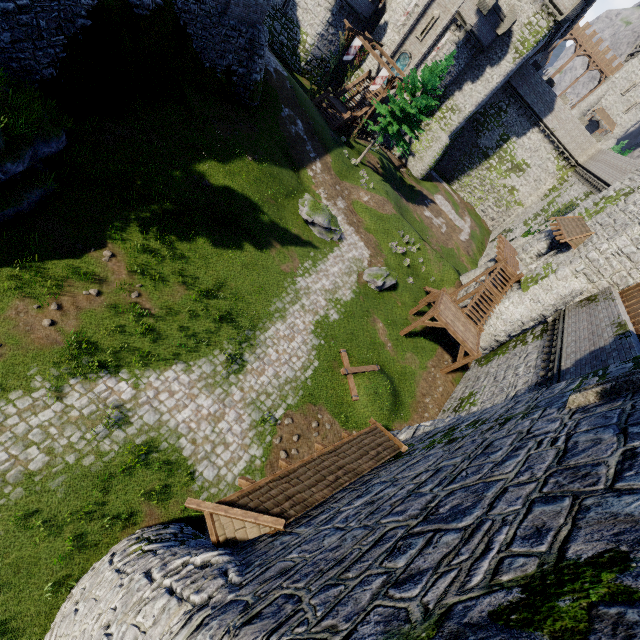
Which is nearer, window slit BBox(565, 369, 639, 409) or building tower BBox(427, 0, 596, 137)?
window slit BBox(565, 369, 639, 409)

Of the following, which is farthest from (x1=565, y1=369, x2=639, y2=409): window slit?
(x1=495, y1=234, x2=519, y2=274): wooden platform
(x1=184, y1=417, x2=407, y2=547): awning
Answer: (x1=495, y1=234, x2=519, y2=274): wooden platform

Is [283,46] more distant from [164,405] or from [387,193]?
[164,405]

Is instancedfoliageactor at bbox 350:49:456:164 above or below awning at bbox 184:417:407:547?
above

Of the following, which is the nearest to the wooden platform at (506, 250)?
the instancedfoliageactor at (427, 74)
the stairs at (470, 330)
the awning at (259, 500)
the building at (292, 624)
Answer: the stairs at (470, 330)

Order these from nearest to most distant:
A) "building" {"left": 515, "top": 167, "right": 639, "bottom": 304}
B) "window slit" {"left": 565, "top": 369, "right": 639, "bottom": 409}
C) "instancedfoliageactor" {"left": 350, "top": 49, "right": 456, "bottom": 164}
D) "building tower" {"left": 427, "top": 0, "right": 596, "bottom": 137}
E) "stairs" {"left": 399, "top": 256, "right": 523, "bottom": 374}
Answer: "window slit" {"left": 565, "top": 369, "right": 639, "bottom": 409}, "building" {"left": 515, "top": 167, "right": 639, "bottom": 304}, "stairs" {"left": 399, "top": 256, "right": 523, "bottom": 374}, "instancedfoliageactor" {"left": 350, "top": 49, "right": 456, "bottom": 164}, "building tower" {"left": 427, "top": 0, "right": 596, "bottom": 137}

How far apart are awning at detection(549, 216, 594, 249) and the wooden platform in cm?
309

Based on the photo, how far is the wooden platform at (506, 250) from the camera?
24.3 meters
